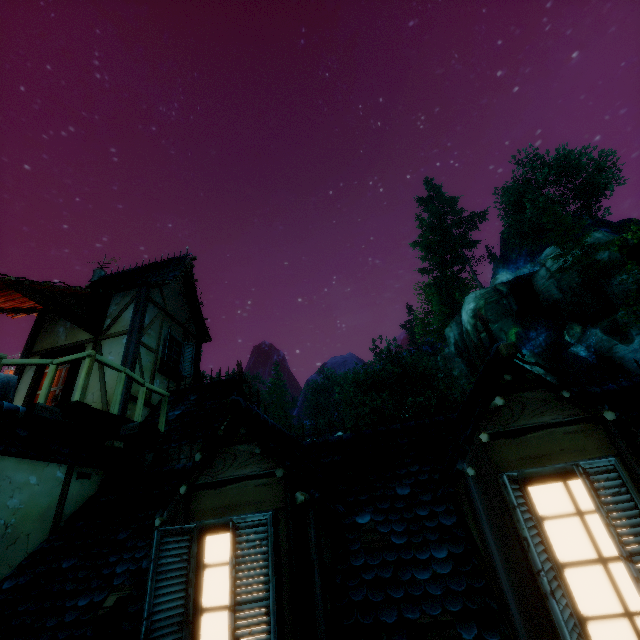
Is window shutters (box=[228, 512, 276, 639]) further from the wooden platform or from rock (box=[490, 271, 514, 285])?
rock (box=[490, 271, 514, 285])

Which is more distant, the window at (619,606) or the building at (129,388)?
the building at (129,388)

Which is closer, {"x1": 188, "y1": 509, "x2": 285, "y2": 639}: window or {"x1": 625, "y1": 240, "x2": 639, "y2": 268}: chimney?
{"x1": 188, "y1": 509, "x2": 285, "y2": 639}: window

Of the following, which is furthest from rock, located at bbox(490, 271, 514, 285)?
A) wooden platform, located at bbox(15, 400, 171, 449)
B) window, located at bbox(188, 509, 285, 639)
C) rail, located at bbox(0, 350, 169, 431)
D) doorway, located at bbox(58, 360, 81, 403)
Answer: window, located at bbox(188, 509, 285, 639)

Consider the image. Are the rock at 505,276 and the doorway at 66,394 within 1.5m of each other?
no

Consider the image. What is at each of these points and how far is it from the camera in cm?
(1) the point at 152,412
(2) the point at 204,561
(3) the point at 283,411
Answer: (1) building, 812
(2) window, 279
(3) tree, 5475

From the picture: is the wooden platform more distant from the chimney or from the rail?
the chimney

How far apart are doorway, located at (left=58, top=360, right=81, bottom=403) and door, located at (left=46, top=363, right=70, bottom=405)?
0.01m
